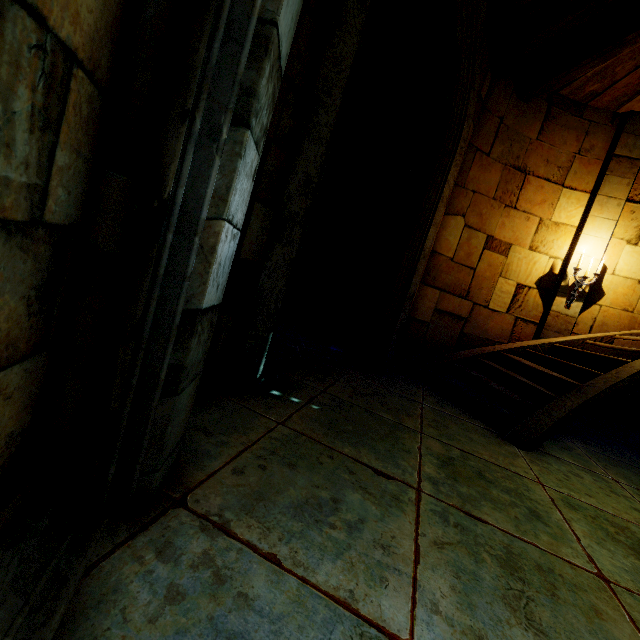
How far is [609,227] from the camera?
A: 5.84m

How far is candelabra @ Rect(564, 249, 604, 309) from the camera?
5.8m

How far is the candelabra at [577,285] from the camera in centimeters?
577cm
